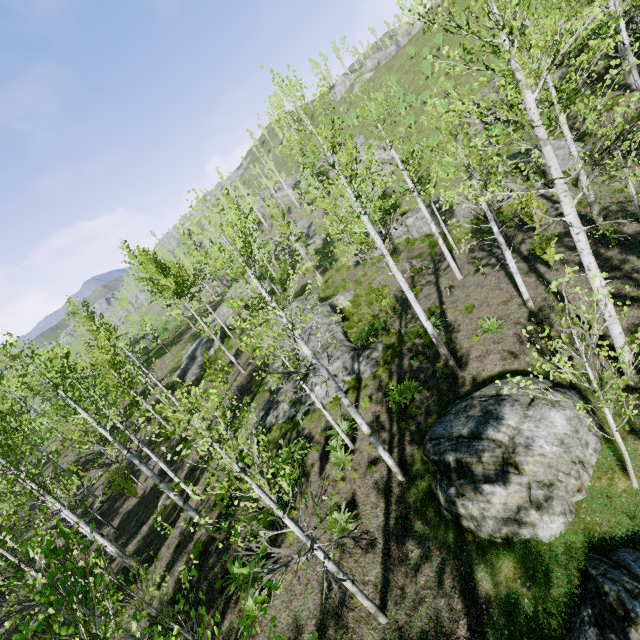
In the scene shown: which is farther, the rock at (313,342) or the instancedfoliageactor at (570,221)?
the rock at (313,342)

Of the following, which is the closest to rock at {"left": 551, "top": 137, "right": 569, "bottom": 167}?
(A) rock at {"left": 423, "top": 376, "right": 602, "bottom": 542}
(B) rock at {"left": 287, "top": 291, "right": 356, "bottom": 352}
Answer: (B) rock at {"left": 287, "top": 291, "right": 356, "bottom": 352}

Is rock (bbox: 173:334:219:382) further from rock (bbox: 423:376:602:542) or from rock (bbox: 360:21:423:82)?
rock (bbox: 360:21:423:82)

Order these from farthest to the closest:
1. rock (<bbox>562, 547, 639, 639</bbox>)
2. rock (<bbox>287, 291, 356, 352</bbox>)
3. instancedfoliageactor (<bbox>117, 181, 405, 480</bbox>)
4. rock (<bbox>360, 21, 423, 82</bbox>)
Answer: rock (<bbox>360, 21, 423, 82</bbox>)
rock (<bbox>287, 291, 356, 352</bbox>)
instancedfoliageactor (<bbox>117, 181, 405, 480</bbox>)
rock (<bbox>562, 547, 639, 639</bbox>)

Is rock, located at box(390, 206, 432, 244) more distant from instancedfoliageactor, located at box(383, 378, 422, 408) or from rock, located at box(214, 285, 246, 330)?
rock, located at box(214, 285, 246, 330)

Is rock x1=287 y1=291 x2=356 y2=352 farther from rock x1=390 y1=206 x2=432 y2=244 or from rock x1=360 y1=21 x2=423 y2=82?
rock x1=360 y1=21 x2=423 y2=82

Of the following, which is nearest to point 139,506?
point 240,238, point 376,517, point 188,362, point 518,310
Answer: point 376,517

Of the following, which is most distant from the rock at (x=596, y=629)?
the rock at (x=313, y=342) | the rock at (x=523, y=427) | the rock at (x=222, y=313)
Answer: the rock at (x=222, y=313)
